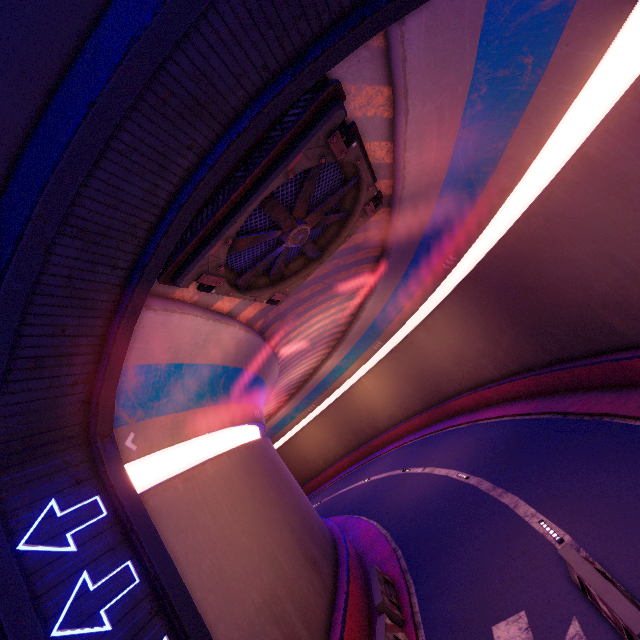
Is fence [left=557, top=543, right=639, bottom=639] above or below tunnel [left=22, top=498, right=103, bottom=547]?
below

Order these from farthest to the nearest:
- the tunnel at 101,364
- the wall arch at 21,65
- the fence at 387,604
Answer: the fence at 387,604 < the tunnel at 101,364 < the wall arch at 21,65

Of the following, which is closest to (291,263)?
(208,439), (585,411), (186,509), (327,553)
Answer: (208,439)

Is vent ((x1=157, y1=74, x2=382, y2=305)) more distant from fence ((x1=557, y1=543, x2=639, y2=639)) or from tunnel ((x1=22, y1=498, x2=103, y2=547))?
fence ((x1=557, y1=543, x2=639, y2=639))

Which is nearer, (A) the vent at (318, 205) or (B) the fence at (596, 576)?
(B) the fence at (596, 576)

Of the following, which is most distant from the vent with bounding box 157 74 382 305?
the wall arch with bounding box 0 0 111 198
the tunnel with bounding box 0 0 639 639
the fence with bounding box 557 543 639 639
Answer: the fence with bounding box 557 543 639 639

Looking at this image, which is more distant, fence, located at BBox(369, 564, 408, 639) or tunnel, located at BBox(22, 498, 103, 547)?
fence, located at BBox(369, 564, 408, 639)
